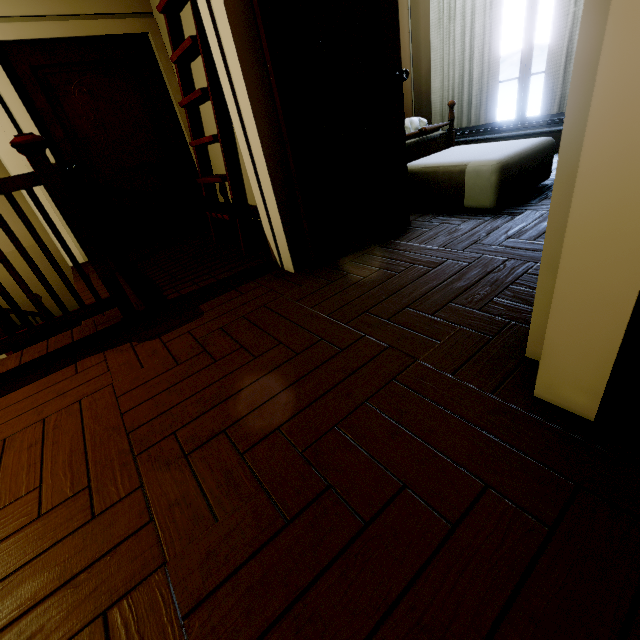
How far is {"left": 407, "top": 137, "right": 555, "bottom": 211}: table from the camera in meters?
2.3

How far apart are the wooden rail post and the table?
2.44m

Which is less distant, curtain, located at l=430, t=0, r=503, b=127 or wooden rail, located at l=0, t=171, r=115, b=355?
wooden rail, located at l=0, t=171, r=115, b=355

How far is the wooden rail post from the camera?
1.6 meters

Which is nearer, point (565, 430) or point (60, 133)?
point (565, 430)

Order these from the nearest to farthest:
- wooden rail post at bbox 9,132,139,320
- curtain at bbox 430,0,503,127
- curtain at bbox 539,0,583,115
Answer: wooden rail post at bbox 9,132,139,320, curtain at bbox 539,0,583,115, curtain at bbox 430,0,503,127

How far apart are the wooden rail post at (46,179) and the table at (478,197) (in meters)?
2.44

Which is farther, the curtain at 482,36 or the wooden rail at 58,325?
the curtain at 482,36
